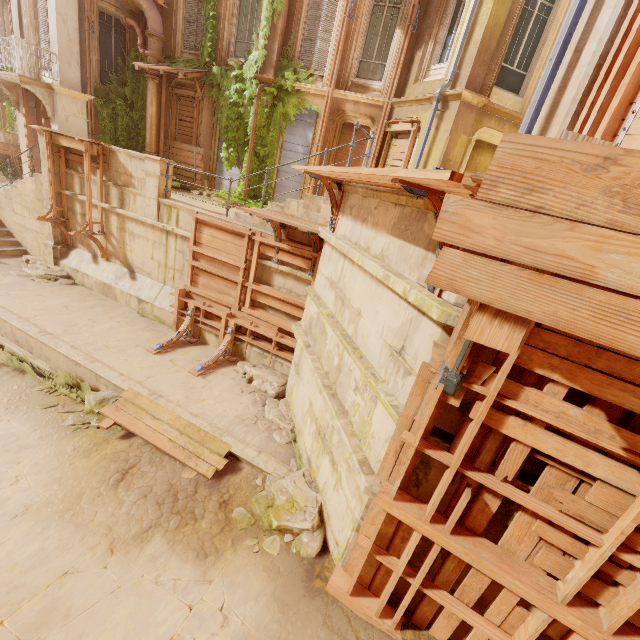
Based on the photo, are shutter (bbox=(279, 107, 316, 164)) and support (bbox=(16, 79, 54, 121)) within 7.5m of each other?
no

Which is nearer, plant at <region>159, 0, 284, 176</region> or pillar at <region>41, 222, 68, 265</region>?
pillar at <region>41, 222, 68, 265</region>

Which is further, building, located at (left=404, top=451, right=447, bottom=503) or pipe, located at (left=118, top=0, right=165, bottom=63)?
pipe, located at (left=118, top=0, right=165, bottom=63)

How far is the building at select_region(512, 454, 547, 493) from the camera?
2.90m

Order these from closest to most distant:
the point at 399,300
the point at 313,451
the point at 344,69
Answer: the point at 399,300 < the point at 313,451 < the point at 344,69

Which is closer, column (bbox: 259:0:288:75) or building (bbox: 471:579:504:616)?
building (bbox: 471:579:504:616)

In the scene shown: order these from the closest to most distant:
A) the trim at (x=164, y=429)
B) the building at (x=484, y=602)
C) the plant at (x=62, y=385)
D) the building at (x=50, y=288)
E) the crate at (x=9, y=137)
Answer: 1. the building at (x=484, y=602)
2. the trim at (x=164, y=429)
3. the building at (x=50, y=288)
4. the plant at (x=62, y=385)
5. the crate at (x=9, y=137)

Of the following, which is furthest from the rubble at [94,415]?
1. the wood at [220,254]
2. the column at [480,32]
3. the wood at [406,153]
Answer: the wood at [406,153]
